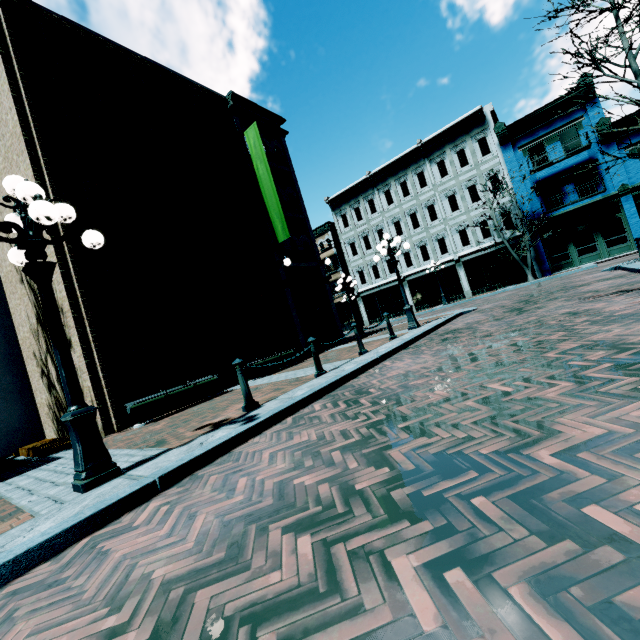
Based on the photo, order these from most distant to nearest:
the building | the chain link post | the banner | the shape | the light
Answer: the building → the banner → the shape → the chain link post → the light

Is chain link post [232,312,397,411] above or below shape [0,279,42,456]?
below

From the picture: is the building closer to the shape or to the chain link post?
the chain link post

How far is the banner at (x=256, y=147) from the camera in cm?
1327

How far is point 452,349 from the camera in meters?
6.2 m

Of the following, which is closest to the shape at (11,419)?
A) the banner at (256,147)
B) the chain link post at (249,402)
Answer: the banner at (256,147)

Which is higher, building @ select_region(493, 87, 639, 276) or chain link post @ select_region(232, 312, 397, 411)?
building @ select_region(493, 87, 639, 276)
